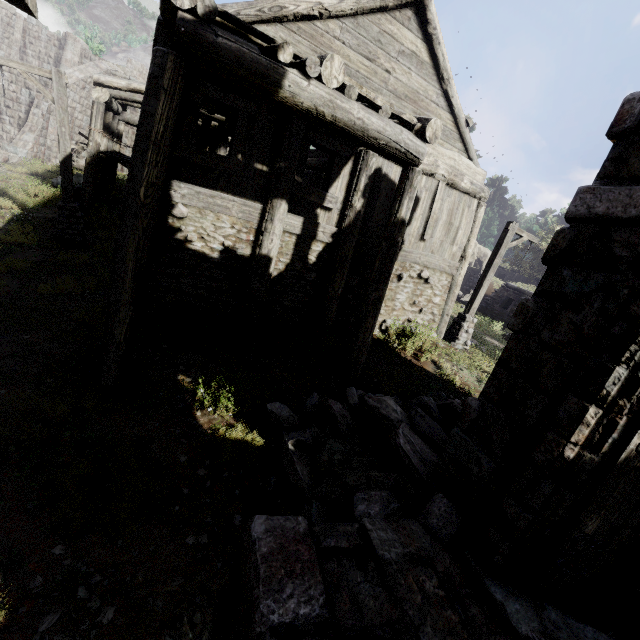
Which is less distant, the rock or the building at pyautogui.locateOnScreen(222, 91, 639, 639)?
the building at pyautogui.locateOnScreen(222, 91, 639, 639)

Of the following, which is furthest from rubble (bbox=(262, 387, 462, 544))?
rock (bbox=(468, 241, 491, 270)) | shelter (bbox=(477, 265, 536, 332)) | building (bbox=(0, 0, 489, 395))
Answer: rock (bbox=(468, 241, 491, 270))

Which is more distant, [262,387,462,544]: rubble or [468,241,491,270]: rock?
[468,241,491,270]: rock

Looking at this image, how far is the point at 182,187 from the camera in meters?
6.5

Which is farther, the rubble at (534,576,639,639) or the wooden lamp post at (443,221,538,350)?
the wooden lamp post at (443,221,538,350)

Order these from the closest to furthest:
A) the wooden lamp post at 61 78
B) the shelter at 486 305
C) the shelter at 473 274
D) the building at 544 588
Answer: the building at 544 588 → the wooden lamp post at 61 78 → the shelter at 486 305 → the shelter at 473 274

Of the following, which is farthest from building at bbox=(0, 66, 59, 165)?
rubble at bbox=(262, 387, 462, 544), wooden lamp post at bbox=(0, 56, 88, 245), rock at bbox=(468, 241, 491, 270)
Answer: rock at bbox=(468, 241, 491, 270)

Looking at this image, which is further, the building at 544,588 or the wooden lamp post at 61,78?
the wooden lamp post at 61,78
